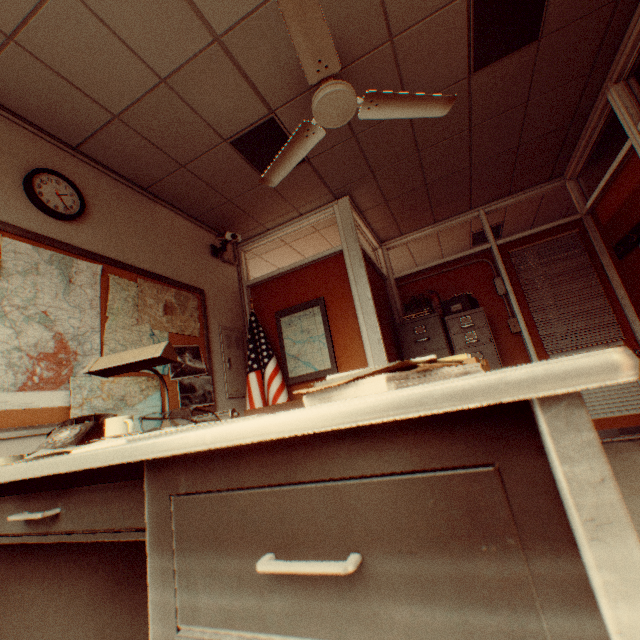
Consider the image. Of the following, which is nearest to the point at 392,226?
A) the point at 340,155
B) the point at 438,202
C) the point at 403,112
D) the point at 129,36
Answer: the point at 438,202

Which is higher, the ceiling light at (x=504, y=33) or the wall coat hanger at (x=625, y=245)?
the ceiling light at (x=504, y=33)

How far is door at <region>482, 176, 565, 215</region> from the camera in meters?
4.6

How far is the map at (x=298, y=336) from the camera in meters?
3.9 m

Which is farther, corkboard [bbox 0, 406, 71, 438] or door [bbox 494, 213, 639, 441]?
door [bbox 494, 213, 639, 441]

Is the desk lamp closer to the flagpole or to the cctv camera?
the flagpole

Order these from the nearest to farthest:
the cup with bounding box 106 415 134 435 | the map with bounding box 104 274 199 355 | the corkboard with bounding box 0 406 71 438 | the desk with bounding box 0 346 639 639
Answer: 1. the desk with bounding box 0 346 639 639
2. the cup with bounding box 106 415 134 435
3. the corkboard with bounding box 0 406 71 438
4. the map with bounding box 104 274 199 355

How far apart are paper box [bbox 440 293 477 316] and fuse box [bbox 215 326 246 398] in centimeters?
286cm
